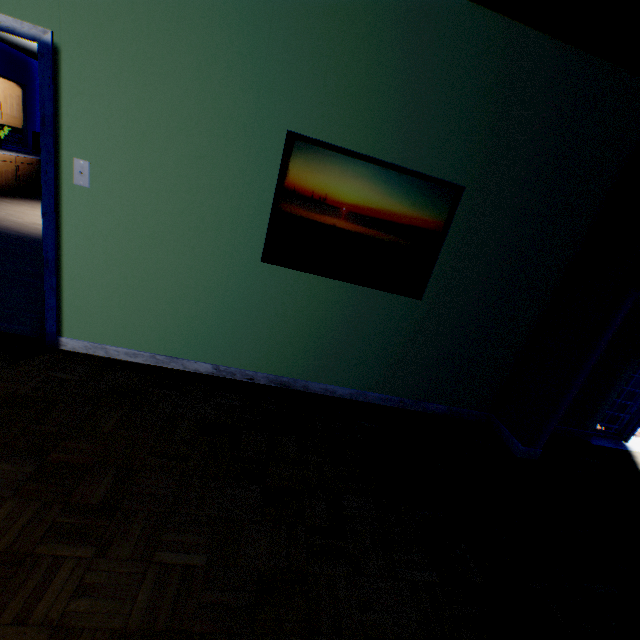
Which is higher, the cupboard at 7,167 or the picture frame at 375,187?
the picture frame at 375,187

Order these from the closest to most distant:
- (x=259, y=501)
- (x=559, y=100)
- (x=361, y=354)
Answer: (x=259, y=501) → (x=559, y=100) → (x=361, y=354)

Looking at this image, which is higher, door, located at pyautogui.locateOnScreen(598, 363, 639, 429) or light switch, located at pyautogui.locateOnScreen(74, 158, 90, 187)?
light switch, located at pyautogui.locateOnScreen(74, 158, 90, 187)

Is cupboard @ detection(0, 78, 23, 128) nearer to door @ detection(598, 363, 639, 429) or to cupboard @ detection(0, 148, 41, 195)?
cupboard @ detection(0, 148, 41, 195)

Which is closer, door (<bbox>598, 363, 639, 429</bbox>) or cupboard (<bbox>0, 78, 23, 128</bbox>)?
door (<bbox>598, 363, 639, 429</bbox>)

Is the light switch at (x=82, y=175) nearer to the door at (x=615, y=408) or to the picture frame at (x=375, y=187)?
the picture frame at (x=375, y=187)

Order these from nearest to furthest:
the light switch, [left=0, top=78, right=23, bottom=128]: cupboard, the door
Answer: the light switch, the door, [left=0, top=78, right=23, bottom=128]: cupboard
